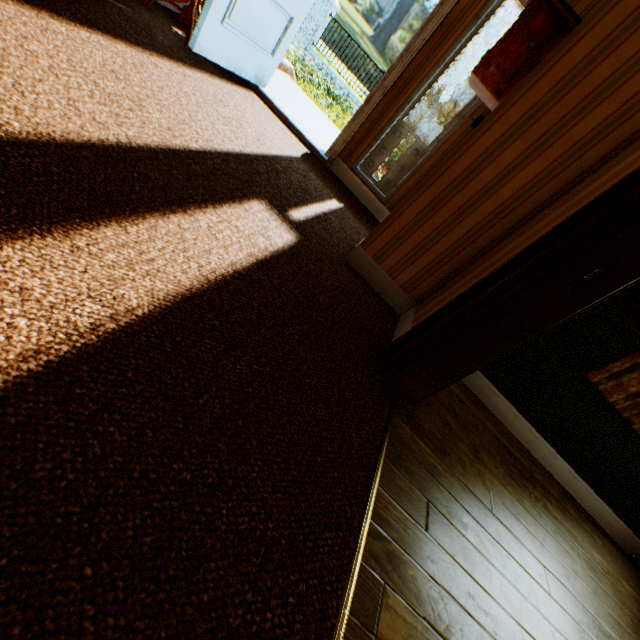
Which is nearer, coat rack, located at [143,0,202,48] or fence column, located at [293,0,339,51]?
coat rack, located at [143,0,202,48]

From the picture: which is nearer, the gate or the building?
the building

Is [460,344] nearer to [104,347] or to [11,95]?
[104,347]

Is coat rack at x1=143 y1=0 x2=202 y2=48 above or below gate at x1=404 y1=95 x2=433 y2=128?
below

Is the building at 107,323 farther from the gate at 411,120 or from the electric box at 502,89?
the gate at 411,120

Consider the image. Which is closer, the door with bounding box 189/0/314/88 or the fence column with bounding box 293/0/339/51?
the door with bounding box 189/0/314/88

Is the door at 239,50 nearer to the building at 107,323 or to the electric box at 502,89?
the building at 107,323

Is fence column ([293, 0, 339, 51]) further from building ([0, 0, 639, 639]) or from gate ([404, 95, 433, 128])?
building ([0, 0, 639, 639])
